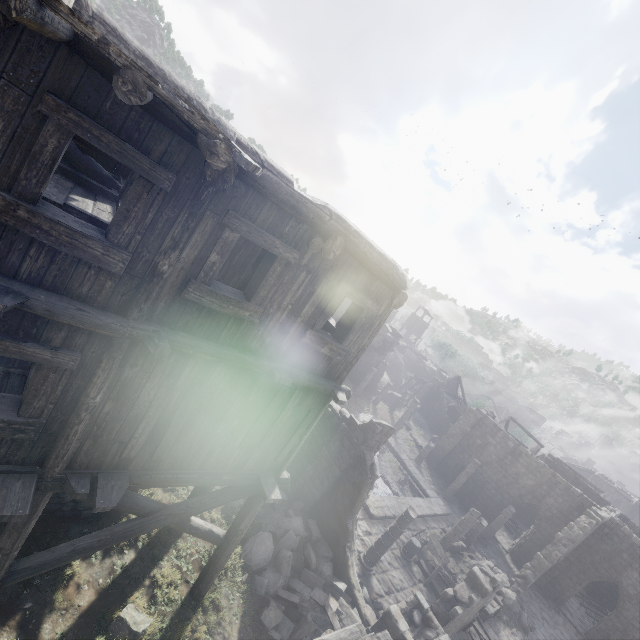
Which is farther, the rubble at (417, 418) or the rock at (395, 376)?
the rock at (395, 376)

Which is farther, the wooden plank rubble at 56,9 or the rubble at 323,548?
the rubble at 323,548

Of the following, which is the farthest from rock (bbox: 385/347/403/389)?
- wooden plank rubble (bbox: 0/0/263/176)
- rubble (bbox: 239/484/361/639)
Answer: wooden plank rubble (bbox: 0/0/263/176)

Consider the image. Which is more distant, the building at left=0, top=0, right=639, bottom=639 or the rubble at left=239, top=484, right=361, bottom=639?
the rubble at left=239, top=484, right=361, bottom=639

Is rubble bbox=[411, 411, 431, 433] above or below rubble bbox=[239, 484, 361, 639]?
→ below

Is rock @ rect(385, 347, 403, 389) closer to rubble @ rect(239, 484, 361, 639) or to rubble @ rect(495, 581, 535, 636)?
rubble @ rect(495, 581, 535, 636)

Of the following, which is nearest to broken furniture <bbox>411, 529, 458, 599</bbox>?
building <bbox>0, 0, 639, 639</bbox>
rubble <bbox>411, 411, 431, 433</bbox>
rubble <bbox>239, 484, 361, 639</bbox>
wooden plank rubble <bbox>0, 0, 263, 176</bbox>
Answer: building <bbox>0, 0, 639, 639</bbox>

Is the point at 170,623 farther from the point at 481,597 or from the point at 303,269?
the point at 481,597
